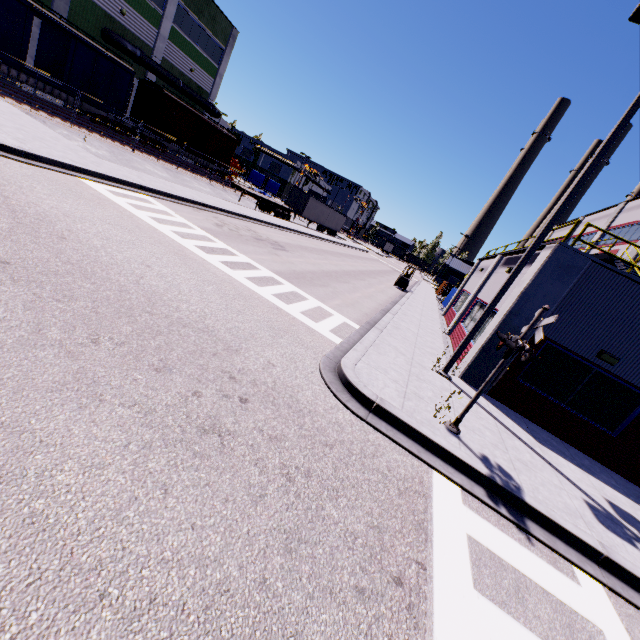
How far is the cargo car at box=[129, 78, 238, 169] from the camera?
27.5m

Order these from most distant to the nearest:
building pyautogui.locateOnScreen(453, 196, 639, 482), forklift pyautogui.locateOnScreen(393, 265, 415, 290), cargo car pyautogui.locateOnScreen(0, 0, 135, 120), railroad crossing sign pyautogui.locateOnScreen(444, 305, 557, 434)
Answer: forklift pyautogui.locateOnScreen(393, 265, 415, 290)
cargo car pyautogui.locateOnScreen(0, 0, 135, 120)
building pyautogui.locateOnScreen(453, 196, 639, 482)
railroad crossing sign pyautogui.locateOnScreen(444, 305, 557, 434)

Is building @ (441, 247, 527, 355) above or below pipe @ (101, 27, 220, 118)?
below

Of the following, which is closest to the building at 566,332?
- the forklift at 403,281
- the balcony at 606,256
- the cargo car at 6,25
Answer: the balcony at 606,256

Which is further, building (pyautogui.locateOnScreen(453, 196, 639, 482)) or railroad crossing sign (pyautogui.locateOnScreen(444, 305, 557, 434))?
building (pyautogui.locateOnScreen(453, 196, 639, 482))

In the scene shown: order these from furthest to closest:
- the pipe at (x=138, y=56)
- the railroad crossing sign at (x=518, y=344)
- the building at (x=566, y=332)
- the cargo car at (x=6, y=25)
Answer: the pipe at (x=138, y=56)
the cargo car at (x=6, y=25)
the building at (x=566, y=332)
the railroad crossing sign at (x=518, y=344)

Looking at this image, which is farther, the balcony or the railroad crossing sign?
the balcony

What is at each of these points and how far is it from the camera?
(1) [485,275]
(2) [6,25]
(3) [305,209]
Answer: (1) building, 17.3m
(2) cargo car, 17.7m
(3) semi trailer, 38.3m
